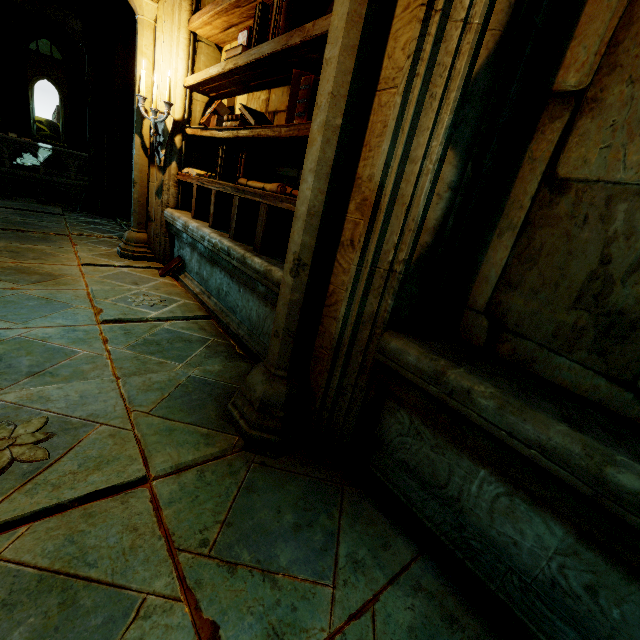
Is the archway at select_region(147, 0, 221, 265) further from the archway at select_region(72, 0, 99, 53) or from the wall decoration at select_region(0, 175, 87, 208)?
the wall decoration at select_region(0, 175, 87, 208)

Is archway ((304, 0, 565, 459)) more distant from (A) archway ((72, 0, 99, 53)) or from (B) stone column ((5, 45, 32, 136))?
(B) stone column ((5, 45, 32, 136))

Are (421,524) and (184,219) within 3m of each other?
no

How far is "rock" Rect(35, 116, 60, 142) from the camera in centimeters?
3186cm

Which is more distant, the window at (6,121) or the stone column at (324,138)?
the window at (6,121)

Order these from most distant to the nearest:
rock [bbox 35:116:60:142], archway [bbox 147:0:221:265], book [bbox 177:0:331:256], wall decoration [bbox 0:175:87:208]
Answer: rock [bbox 35:116:60:142] < wall decoration [bbox 0:175:87:208] < archway [bbox 147:0:221:265] < book [bbox 177:0:331:256]

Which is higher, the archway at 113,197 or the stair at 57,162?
the archway at 113,197

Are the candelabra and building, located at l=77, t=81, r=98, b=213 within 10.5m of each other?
yes
